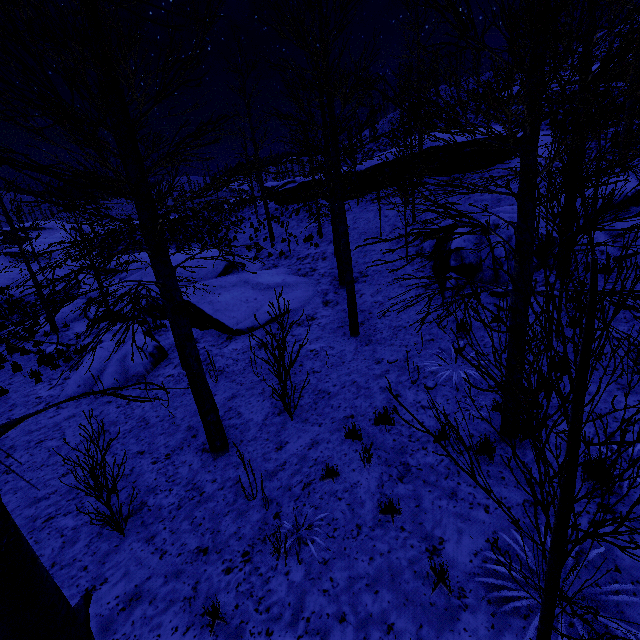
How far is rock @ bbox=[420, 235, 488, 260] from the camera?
9.86m

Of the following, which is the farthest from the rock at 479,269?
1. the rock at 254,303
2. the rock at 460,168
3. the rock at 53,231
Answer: the rock at 53,231

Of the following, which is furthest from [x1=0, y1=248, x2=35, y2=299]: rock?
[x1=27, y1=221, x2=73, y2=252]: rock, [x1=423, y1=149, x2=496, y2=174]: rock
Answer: [x1=423, y1=149, x2=496, y2=174]: rock

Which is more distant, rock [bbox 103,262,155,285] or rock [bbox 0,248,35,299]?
rock [bbox 0,248,35,299]

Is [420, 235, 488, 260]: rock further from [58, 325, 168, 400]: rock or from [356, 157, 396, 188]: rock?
[356, 157, 396, 188]: rock

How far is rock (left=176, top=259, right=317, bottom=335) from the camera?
11.5m

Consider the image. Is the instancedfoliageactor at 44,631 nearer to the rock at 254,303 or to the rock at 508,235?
the rock at 254,303

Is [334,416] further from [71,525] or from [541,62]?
[541,62]
